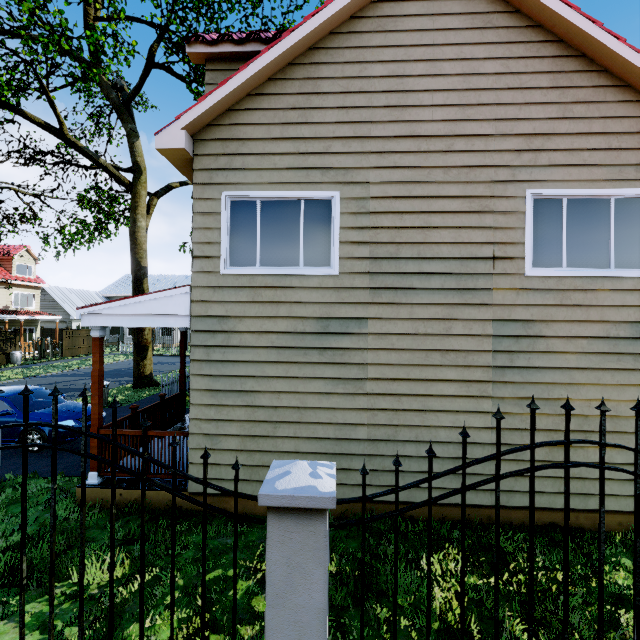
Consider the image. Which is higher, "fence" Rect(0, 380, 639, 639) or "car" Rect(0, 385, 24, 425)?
"fence" Rect(0, 380, 639, 639)

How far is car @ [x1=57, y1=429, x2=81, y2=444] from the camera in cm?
812

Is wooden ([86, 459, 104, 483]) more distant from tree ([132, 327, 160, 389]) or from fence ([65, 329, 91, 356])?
tree ([132, 327, 160, 389])

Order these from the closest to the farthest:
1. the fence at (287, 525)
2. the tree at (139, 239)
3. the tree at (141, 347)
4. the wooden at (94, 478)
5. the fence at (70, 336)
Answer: the fence at (287, 525), the wooden at (94, 478), the tree at (139, 239), the tree at (141, 347), the fence at (70, 336)

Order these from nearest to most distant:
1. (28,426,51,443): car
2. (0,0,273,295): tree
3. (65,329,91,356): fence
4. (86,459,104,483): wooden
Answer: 1. (86,459,104,483): wooden
2. (28,426,51,443): car
3. (0,0,273,295): tree
4. (65,329,91,356): fence

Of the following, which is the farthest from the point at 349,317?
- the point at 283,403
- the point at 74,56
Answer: the point at 74,56

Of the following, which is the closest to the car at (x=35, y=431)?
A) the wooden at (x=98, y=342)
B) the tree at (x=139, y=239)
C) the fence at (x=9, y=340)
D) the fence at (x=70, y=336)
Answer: the fence at (x=70, y=336)
